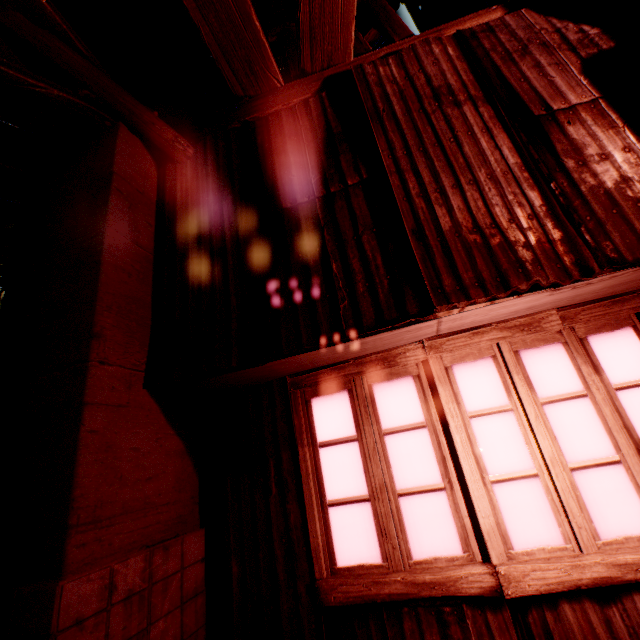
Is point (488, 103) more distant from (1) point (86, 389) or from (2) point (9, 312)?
(2) point (9, 312)
